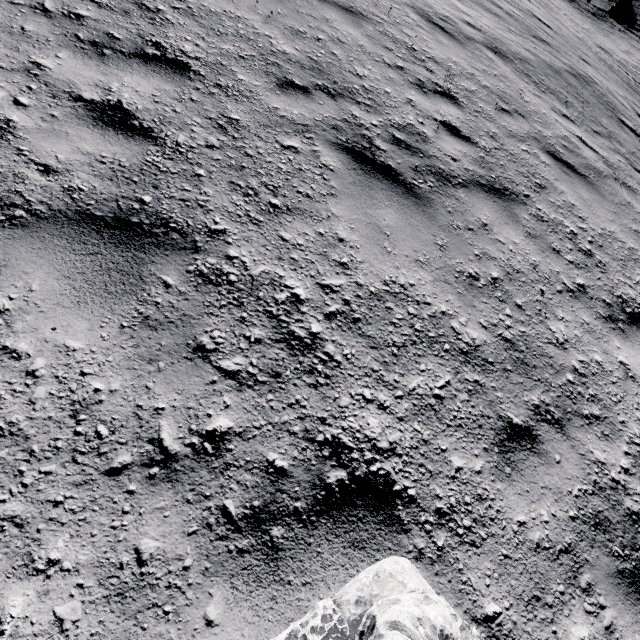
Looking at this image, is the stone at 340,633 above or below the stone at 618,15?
above

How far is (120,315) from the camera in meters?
1.9 m

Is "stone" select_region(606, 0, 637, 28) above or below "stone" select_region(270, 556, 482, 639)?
below

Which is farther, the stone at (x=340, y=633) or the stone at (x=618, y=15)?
the stone at (x=618, y=15)

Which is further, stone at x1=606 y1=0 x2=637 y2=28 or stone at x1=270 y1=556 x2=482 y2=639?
stone at x1=606 y1=0 x2=637 y2=28
